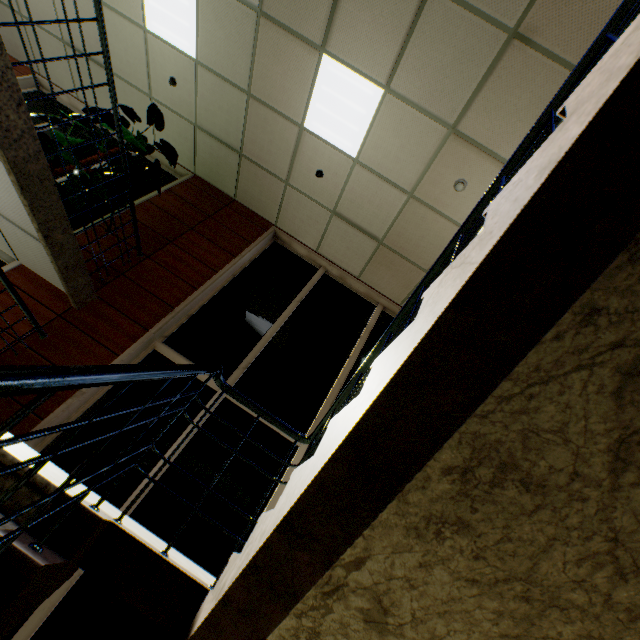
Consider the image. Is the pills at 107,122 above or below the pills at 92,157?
above

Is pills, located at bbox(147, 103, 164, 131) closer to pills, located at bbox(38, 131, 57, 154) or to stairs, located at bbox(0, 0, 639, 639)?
pills, located at bbox(38, 131, 57, 154)

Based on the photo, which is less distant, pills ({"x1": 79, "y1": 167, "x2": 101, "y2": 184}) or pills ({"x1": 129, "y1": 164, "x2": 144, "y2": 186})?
pills ({"x1": 79, "y1": 167, "x2": 101, "y2": 184})

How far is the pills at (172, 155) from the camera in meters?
4.4 m

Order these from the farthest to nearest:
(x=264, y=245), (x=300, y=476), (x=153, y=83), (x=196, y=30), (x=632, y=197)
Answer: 1. (x=264, y=245)
2. (x=153, y=83)
3. (x=196, y=30)
4. (x=300, y=476)
5. (x=632, y=197)

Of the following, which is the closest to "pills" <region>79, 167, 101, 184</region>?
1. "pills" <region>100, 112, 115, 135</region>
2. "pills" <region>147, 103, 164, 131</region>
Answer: "pills" <region>100, 112, 115, 135</region>
